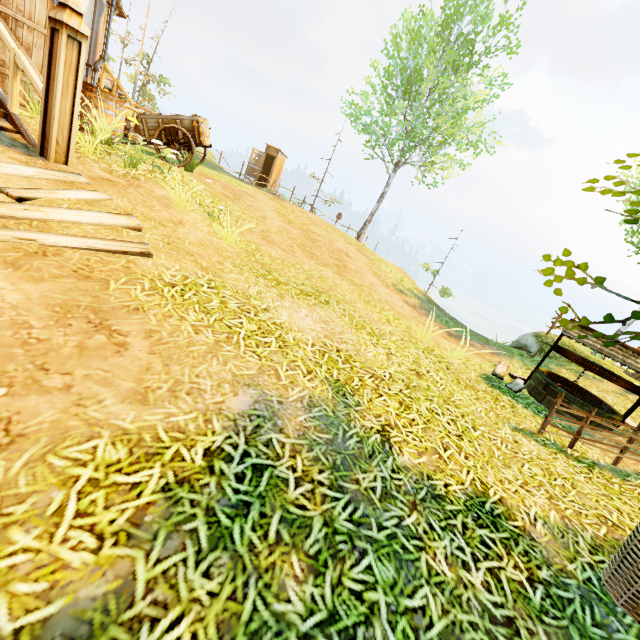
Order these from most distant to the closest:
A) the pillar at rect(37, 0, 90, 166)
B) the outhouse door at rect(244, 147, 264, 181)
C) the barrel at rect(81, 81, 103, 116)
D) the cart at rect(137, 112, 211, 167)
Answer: the outhouse door at rect(244, 147, 264, 181)
the cart at rect(137, 112, 211, 167)
the barrel at rect(81, 81, 103, 116)
the pillar at rect(37, 0, 90, 166)

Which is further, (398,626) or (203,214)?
(203,214)

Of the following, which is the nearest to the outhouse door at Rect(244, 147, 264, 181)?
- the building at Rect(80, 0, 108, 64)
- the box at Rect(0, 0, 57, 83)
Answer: the building at Rect(80, 0, 108, 64)

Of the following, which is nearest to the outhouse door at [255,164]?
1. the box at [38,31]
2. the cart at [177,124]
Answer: the cart at [177,124]

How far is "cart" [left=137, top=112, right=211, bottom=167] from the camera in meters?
8.5

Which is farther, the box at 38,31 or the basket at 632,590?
the box at 38,31

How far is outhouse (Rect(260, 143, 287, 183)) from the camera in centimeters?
2233cm

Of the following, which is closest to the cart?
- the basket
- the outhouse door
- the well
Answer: the well
